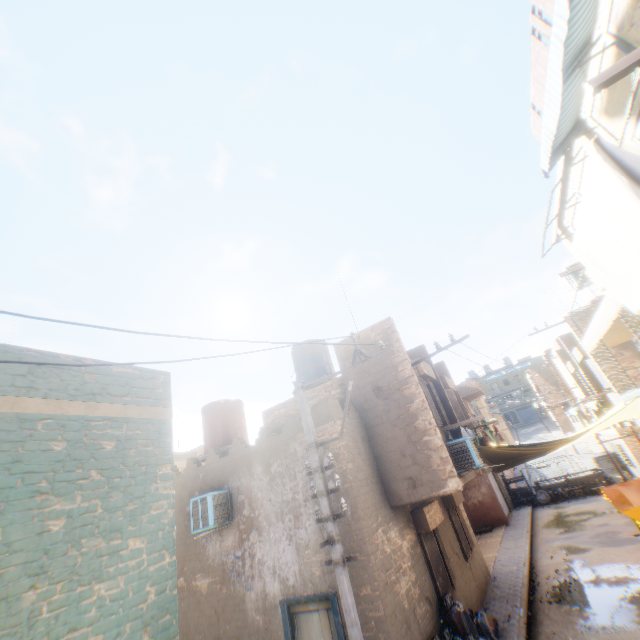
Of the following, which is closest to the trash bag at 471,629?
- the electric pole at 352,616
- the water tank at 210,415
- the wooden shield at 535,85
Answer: the electric pole at 352,616

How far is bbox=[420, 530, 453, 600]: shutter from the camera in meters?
8.6

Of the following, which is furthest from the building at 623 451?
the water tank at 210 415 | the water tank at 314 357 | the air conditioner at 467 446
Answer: the water tank at 314 357

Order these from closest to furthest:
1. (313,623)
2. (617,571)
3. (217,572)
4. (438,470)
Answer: (313,623) < (438,470) < (217,572) < (617,571)

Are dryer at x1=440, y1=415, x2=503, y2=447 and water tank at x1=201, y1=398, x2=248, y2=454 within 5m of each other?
no

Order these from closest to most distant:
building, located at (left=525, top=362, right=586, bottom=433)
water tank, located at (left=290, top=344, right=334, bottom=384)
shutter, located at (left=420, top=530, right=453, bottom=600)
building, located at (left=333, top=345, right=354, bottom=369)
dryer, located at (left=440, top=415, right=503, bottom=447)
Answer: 1. shutter, located at (left=420, top=530, right=453, bottom=600)
2. dryer, located at (left=440, top=415, right=503, bottom=447)
3. building, located at (left=333, top=345, right=354, bottom=369)
4. water tank, located at (left=290, top=344, right=334, bottom=384)
5. building, located at (left=525, top=362, right=586, bottom=433)

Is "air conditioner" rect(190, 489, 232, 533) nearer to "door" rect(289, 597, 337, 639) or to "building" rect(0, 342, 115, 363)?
"building" rect(0, 342, 115, 363)

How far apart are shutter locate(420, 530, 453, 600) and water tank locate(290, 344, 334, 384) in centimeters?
580cm
